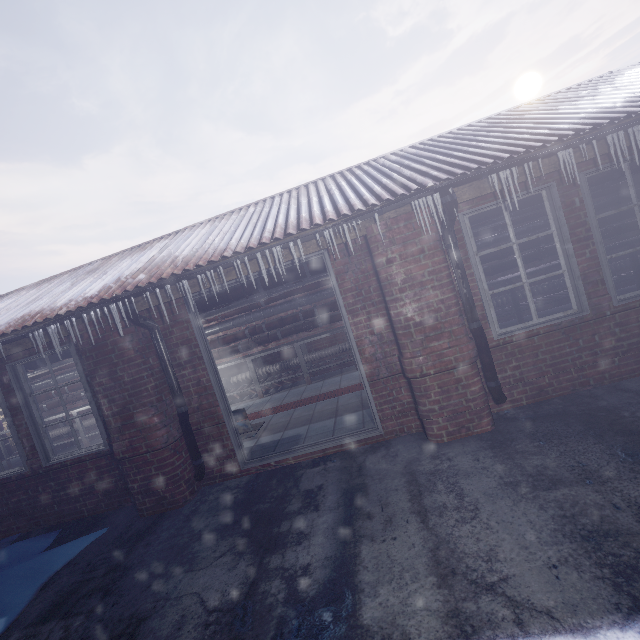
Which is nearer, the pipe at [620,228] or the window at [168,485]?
A: the window at [168,485]

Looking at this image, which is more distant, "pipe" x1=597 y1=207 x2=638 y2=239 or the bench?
"pipe" x1=597 y1=207 x2=638 y2=239

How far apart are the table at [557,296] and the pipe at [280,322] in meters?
0.1

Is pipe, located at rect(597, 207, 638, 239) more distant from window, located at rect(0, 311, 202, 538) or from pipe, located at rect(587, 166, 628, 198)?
window, located at rect(0, 311, 202, 538)

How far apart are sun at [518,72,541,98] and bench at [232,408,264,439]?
80.8 meters

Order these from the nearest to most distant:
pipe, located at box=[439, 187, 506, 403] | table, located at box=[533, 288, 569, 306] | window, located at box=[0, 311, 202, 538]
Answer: pipe, located at box=[439, 187, 506, 403] < window, located at box=[0, 311, 202, 538] < table, located at box=[533, 288, 569, 306]

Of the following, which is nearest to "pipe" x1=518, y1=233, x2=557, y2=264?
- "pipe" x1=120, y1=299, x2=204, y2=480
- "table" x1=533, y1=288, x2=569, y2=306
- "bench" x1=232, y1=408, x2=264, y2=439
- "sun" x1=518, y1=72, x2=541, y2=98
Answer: "table" x1=533, y1=288, x2=569, y2=306

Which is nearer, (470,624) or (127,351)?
(470,624)
